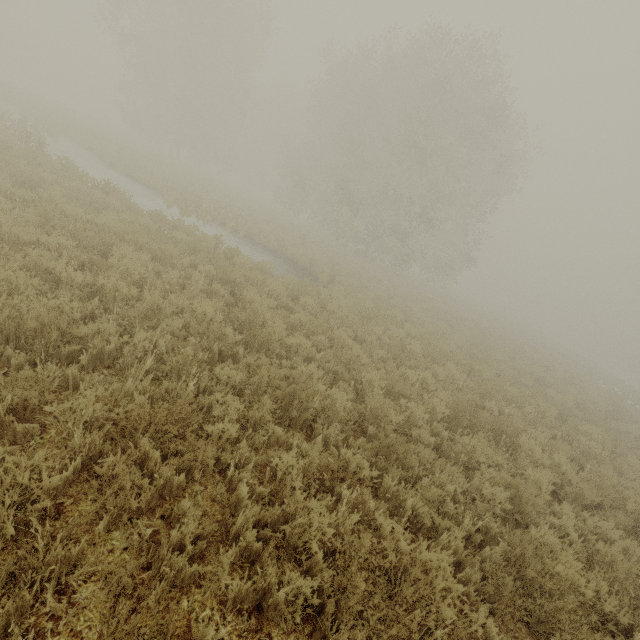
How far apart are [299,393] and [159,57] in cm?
4136
